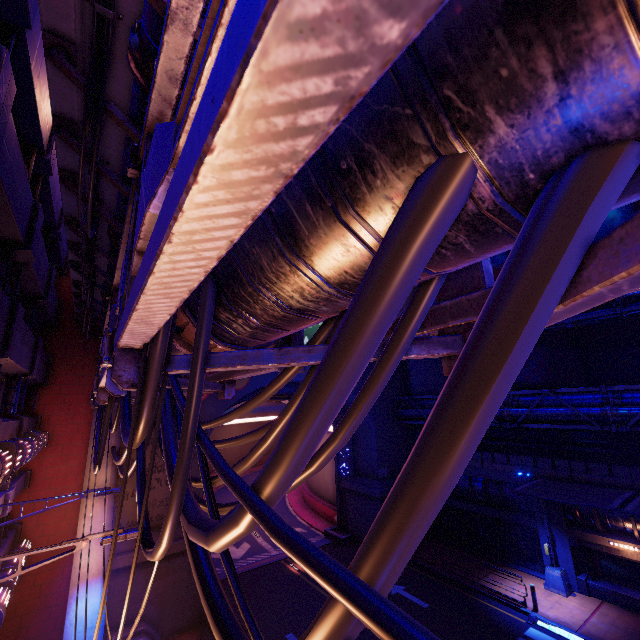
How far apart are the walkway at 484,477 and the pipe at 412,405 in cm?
279

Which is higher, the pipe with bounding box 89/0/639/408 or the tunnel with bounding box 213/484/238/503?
the pipe with bounding box 89/0/639/408

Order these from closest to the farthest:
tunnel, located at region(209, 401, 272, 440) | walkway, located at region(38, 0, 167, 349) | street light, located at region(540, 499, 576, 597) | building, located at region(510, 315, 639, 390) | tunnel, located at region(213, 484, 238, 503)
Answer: walkway, located at region(38, 0, 167, 349) → street light, located at region(540, 499, 576, 597) → building, located at region(510, 315, 639, 390) → tunnel, located at region(213, 484, 238, 503) → tunnel, located at region(209, 401, 272, 440)

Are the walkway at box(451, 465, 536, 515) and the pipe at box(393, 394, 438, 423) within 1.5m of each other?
no

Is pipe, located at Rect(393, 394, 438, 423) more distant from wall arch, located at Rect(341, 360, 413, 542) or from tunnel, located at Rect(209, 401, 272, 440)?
tunnel, located at Rect(209, 401, 272, 440)

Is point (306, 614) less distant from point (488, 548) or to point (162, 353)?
point (488, 548)

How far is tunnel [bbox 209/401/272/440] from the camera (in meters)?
48.91

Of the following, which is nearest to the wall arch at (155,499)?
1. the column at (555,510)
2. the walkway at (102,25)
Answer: the walkway at (102,25)
